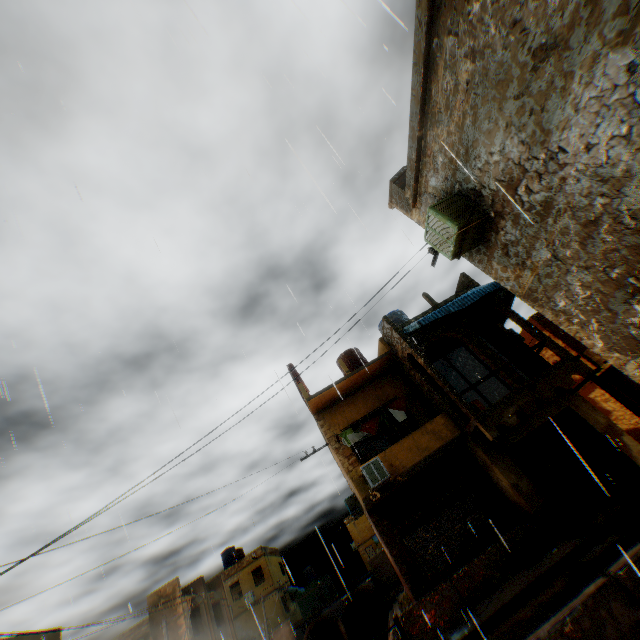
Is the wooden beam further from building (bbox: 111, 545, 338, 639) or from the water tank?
the water tank

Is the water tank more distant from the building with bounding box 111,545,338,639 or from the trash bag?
the trash bag

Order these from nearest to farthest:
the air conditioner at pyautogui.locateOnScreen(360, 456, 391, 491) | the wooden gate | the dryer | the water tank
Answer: the wooden gate
the air conditioner at pyautogui.locateOnScreen(360, 456, 391, 491)
the dryer
the water tank

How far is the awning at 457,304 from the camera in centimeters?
1284cm

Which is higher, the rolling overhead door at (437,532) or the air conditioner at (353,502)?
the air conditioner at (353,502)

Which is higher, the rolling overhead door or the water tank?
the water tank

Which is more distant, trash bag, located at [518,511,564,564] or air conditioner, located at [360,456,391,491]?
air conditioner, located at [360,456,391,491]

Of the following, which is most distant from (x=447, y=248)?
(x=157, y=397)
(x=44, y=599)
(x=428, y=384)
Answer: (x=44, y=599)
